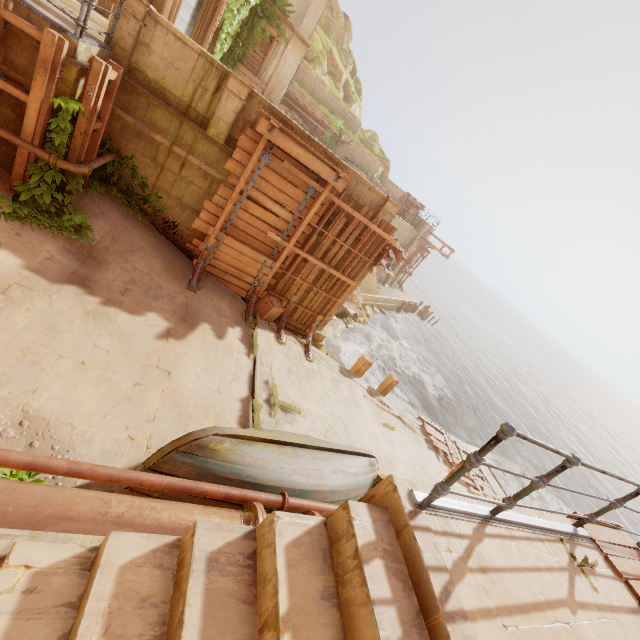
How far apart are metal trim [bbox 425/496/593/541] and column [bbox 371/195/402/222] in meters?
8.3 m

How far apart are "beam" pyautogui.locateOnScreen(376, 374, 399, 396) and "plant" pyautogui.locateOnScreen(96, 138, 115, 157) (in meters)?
11.15

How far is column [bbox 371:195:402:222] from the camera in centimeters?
983cm

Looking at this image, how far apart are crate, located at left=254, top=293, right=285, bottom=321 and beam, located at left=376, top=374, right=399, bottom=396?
6.0m

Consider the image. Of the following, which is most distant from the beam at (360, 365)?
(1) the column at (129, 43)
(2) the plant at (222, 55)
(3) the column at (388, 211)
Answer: (2) the plant at (222, 55)

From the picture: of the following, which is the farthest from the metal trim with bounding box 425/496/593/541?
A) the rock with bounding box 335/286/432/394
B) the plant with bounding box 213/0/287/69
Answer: the rock with bounding box 335/286/432/394

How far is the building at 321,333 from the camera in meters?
11.6 m

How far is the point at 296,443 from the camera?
5.6 meters
